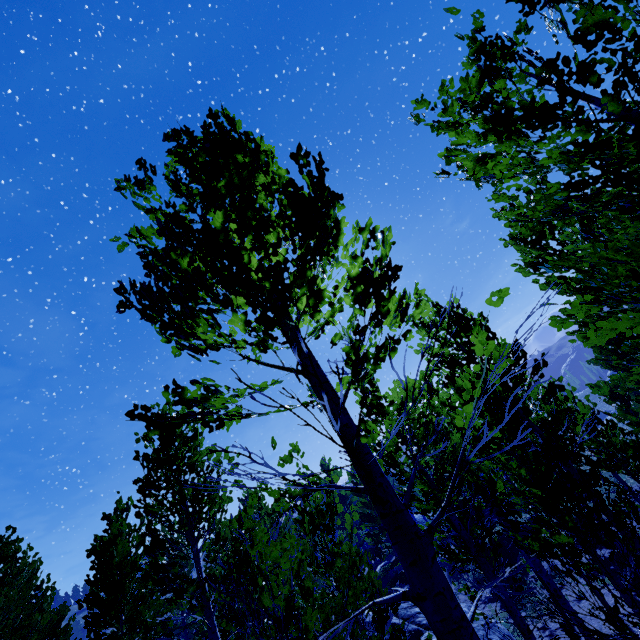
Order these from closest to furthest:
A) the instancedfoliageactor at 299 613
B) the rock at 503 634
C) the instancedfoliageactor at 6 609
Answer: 1. the instancedfoliageactor at 299 613
2. the instancedfoliageactor at 6 609
3. the rock at 503 634

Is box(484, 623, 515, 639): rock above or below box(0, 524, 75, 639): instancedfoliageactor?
below

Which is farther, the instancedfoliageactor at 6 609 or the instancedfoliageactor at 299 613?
the instancedfoliageactor at 6 609

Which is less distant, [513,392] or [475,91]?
[475,91]

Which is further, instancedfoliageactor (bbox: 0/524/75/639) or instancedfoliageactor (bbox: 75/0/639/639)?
instancedfoliageactor (bbox: 0/524/75/639)

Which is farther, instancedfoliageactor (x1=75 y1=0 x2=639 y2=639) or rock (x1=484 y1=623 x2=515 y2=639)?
rock (x1=484 y1=623 x2=515 y2=639)

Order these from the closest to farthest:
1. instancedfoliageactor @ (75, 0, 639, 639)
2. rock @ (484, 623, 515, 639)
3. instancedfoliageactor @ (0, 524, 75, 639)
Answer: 1. instancedfoliageactor @ (75, 0, 639, 639)
2. instancedfoliageactor @ (0, 524, 75, 639)
3. rock @ (484, 623, 515, 639)
